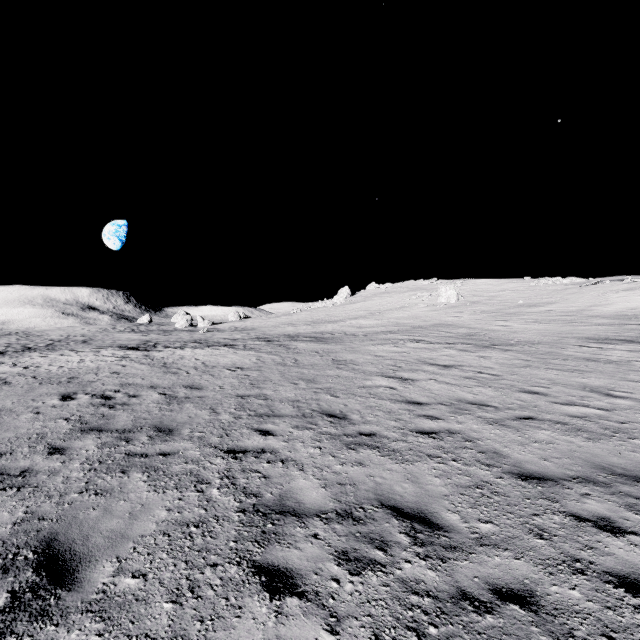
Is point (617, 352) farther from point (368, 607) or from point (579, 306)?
point (368, 607)
